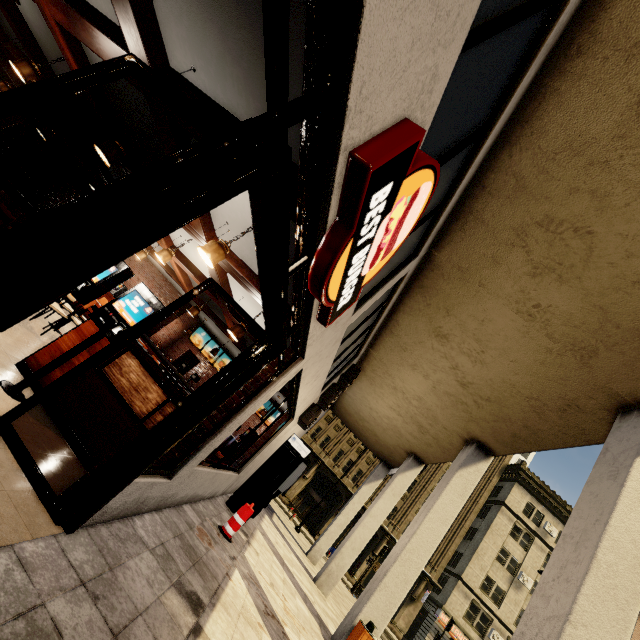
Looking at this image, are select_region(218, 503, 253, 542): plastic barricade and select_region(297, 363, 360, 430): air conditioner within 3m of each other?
no

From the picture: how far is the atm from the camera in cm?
845

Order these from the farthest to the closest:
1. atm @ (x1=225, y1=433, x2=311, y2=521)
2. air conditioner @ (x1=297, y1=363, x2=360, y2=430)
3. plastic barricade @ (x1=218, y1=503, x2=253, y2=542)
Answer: air conditioner @ (x1=297, y1=363, x2=360, y2=430), atm @ (x1=225, y1=433, x2=311, y2=521), plastic barricade @ (x1=218, y1=503, x2=253, y2=542)

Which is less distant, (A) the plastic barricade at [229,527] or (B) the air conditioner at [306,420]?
(A) the plastic barricade at [229,527]

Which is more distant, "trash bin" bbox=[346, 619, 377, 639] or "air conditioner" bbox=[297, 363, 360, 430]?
"air conditioner" bbox=[297, 363, 360, 430]

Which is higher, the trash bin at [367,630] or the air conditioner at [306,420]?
the air conditioner at [306,420]

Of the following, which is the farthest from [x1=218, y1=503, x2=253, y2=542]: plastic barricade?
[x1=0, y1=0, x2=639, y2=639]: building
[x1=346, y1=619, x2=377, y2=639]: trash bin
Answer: [x1=346, y1=619, x2=377, y2=639]: trash bin

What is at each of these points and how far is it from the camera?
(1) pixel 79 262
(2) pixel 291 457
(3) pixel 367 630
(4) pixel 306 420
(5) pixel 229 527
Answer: (1) building, 1.0m
(2) atm, 9.0m
(3) trash bin, 6.6m
(4) air conditioner, 9.5m
(5) plastic barricade, 6.2m
